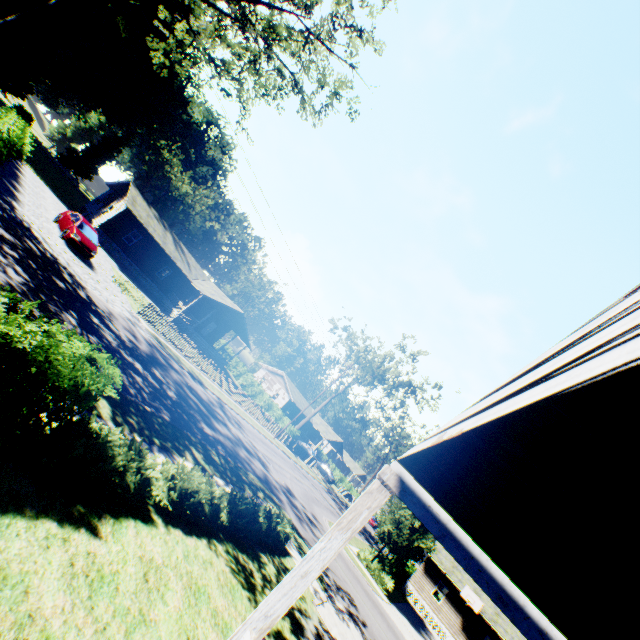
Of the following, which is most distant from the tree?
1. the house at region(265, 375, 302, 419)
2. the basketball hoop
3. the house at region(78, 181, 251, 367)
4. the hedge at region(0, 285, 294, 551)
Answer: the house at region(265, 375, 302, 419)

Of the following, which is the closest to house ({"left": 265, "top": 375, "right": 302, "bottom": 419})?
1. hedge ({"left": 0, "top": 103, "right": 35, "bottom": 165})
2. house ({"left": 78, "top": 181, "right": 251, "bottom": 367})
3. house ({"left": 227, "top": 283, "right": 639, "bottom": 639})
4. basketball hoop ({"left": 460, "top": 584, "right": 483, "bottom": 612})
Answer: house ({"left": 78, "top": 181, "right": 251, "bottom": 367})

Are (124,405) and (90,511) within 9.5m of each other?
yes

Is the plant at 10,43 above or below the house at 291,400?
above

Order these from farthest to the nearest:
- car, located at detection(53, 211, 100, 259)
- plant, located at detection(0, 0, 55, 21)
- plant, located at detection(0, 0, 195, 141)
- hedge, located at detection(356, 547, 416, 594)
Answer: plant, located at detection(0, 0, 195, 141) < plant, located at detection(0, 0, 55, 21) < hedge, located at detection(356, 547, 416, 594) < car, located at detection(53, 211, 100, 259)

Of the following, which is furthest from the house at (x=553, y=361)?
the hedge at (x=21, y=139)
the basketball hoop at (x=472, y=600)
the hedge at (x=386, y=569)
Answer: the basketball hoop at (x=472, y=600)

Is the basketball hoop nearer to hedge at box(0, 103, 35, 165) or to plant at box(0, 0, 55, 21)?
plant at box(0, 0, 55, 21)

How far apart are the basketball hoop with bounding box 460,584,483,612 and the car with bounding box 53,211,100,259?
41.46m
